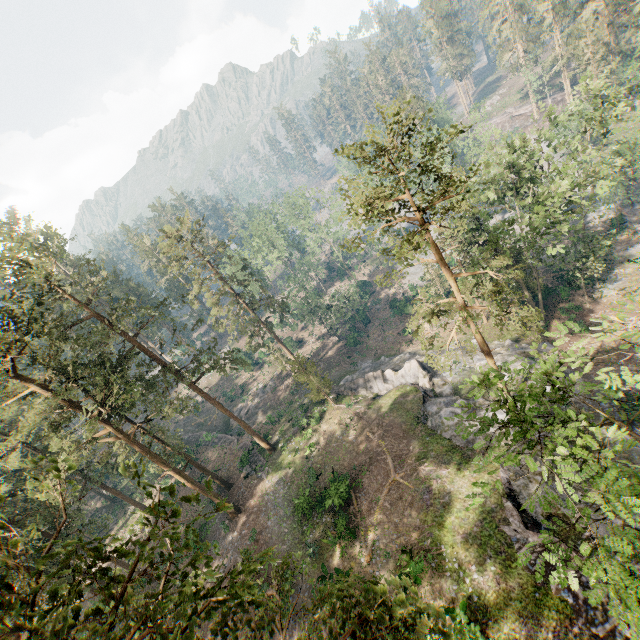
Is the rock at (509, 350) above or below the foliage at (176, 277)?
below

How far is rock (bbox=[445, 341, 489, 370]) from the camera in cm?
3244

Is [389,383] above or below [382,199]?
below

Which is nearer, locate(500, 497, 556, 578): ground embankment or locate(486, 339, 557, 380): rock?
locate(500, 497, 556, 578): ground embankment

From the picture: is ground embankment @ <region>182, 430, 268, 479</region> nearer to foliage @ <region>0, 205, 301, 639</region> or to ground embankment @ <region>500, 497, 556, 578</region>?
foliage @ <region>0, 205, 301, 639</region>

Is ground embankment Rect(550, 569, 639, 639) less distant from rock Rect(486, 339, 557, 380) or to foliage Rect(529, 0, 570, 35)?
rock Rect(486, 339, 557, 380)

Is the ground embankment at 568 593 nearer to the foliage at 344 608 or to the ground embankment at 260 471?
the foliage at 344 608
